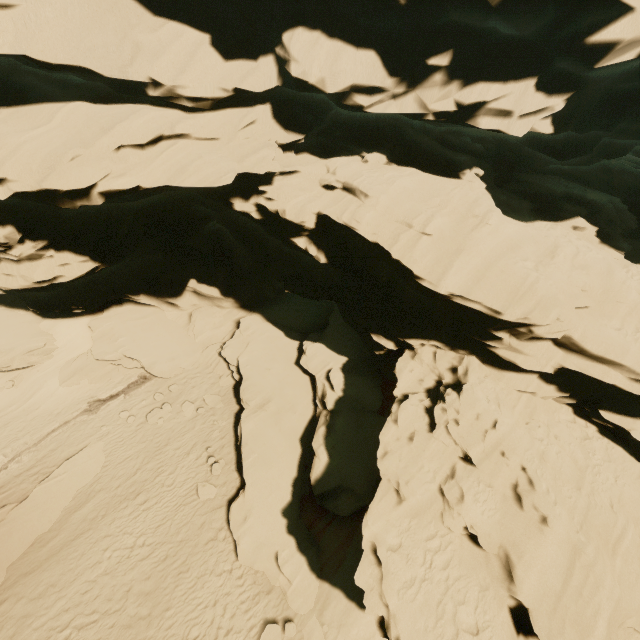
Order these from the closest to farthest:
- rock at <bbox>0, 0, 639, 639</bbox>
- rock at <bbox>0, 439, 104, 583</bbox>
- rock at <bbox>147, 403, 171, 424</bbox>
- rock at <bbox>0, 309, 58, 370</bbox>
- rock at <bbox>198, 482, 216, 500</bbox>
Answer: rock at <bbox>0, 0, 639, 639</bbox> → rock at <bbox>0, 439, 104, 583</bbox> → rock at <bbox>198, 482, 216, 500</bbox> → rock at <bbox>147, 403, 171, 424</bbox> → rock at <bbox>0, 309, 58, 370</bbox>

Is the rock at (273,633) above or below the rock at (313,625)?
below

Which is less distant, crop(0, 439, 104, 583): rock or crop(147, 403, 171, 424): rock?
crop(0, 439, 104, 583): rock

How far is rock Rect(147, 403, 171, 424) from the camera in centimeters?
1679cm

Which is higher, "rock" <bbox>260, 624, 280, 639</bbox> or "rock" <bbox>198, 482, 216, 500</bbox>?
"rock" <bbox>260, 624, 280, 639</bbox>

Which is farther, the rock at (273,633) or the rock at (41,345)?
the rock at (41,345)

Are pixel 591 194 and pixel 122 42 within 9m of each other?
no
